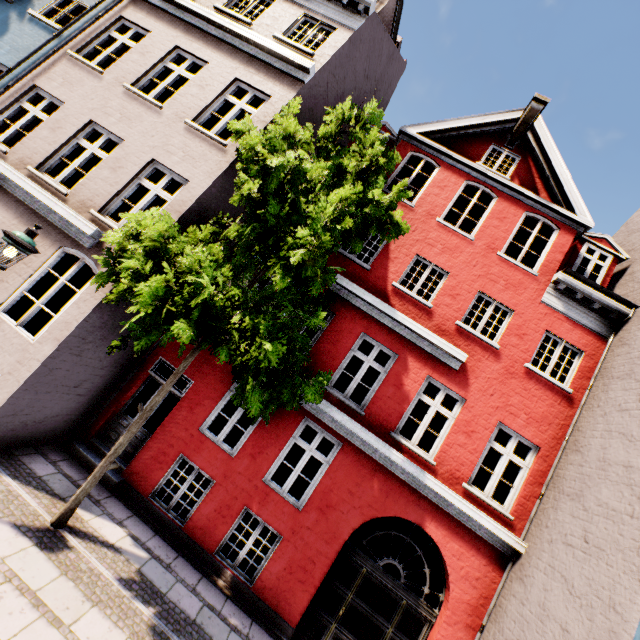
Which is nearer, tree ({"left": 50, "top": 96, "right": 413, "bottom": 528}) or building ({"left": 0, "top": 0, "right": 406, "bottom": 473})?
tree ({"left": 50, "top": 96, "right": 413, "bottom": 528})

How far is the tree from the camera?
4.6 meters

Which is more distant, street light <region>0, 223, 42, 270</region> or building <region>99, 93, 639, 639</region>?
building <region>99, 93, 639, 639</region>

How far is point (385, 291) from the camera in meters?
9.0

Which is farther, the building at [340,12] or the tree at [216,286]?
the building at [340,12]
